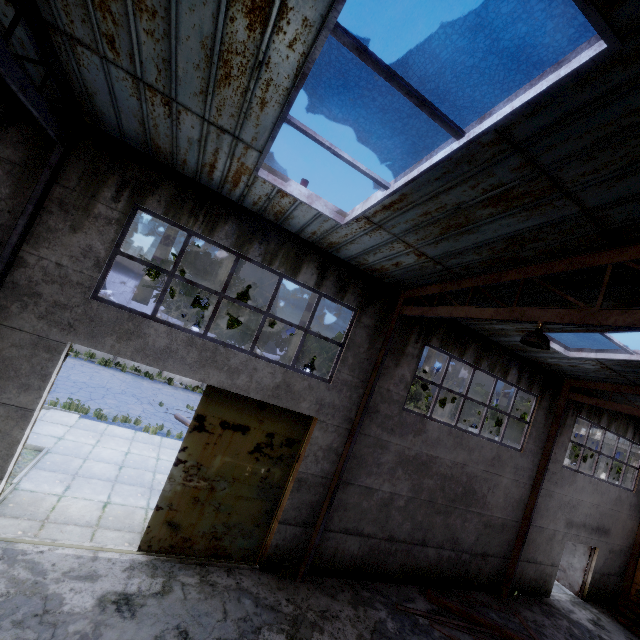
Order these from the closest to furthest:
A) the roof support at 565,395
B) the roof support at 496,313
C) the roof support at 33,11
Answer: the roof support at 33,11, the roof support at 496,313, the roof support at 565,395

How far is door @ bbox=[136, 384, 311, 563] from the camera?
7.2 meters

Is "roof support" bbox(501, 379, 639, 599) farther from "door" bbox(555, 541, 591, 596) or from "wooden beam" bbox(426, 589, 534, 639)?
"door" bbox(555, 541, 591, 596)

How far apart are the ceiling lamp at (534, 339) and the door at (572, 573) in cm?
1452

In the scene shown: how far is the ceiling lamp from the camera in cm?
498

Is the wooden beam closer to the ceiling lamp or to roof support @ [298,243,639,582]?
roof support @ [298,243,639,582]

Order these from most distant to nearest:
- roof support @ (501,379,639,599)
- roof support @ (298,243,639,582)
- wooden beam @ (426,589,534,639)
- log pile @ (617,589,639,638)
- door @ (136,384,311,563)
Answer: log pile @ (617,589,639,638)
roof support @ (501,379,639,599)
wooden beam @ (426,589,534,639)
door @ (136,384,311,563)
roof support @ (298,243,639,582)

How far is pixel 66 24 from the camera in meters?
4.1 m
